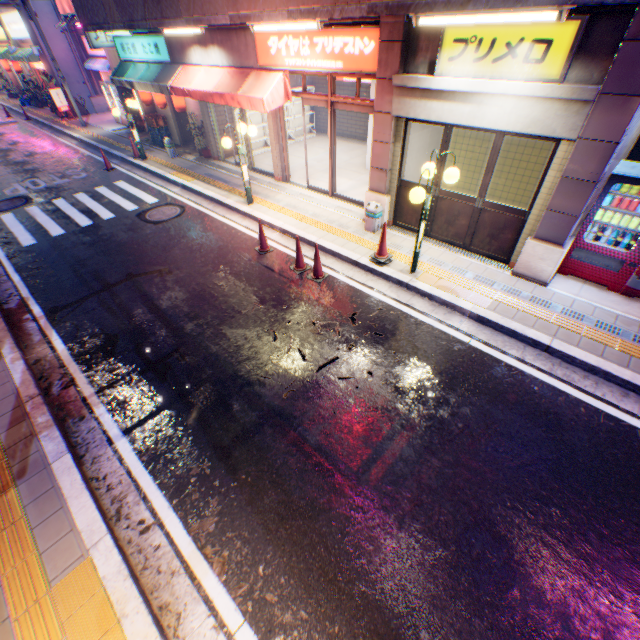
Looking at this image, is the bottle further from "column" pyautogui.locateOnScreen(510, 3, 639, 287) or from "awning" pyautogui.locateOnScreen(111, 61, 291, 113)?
"awning" pyautogui.locateOnScreen(111, 61, 291, 113)

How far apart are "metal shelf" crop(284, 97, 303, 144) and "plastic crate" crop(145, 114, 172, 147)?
4.1m

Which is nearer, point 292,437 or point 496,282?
point 292,437

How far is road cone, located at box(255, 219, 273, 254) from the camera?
8.0 meters

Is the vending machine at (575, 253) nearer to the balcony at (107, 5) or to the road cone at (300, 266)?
the balcony at (107, 5)

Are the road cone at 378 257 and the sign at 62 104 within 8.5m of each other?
no

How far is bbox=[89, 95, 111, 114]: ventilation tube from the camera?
21.9m

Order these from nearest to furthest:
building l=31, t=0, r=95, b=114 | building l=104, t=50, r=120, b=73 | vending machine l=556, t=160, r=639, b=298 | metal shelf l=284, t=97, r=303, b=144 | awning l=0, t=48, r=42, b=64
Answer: vending machine l=556, t=160, r=639, b=298 → metal shelf l=284, t=97, r=303, b=144 → building l=104, t=50, r=120, b=73 → building l=31, t=0, r=95, b=114 → awning l=0, t=48, r=42, b=64
